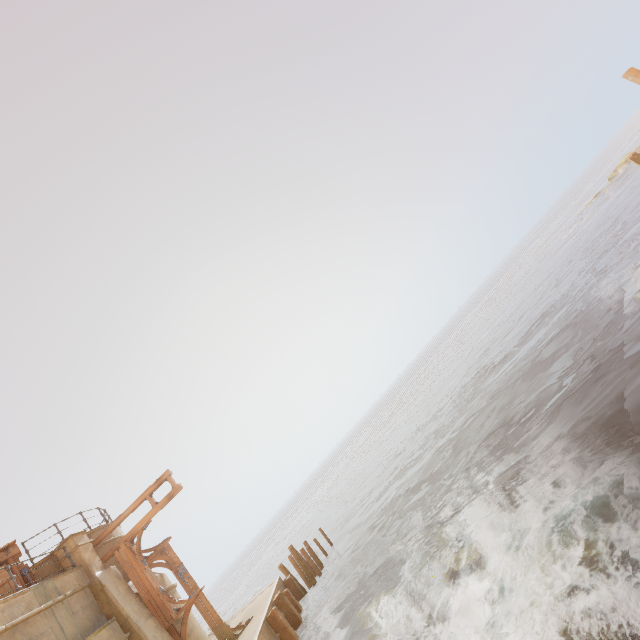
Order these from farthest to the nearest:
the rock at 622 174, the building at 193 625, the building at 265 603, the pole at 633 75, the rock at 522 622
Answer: the rock at 622 174 < the pole at 633 75 < the building at 193 625 < the building at 265 603 < the rock at 522 622

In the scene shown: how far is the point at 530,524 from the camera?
7.3m

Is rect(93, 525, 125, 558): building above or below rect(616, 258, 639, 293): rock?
above

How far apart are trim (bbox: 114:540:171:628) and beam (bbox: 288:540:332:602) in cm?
746

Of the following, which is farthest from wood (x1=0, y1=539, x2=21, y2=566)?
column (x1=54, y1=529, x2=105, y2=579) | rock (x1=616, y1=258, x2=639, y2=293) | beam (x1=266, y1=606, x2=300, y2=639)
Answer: rock (x1=616, y1=258, x2=639, y2=293)

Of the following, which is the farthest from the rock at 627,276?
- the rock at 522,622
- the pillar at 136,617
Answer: the pillar at 136,617

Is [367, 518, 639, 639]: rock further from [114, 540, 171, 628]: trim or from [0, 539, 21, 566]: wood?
[0, 539, 21, 566]: wood

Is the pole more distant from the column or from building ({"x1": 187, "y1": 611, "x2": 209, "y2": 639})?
the column
